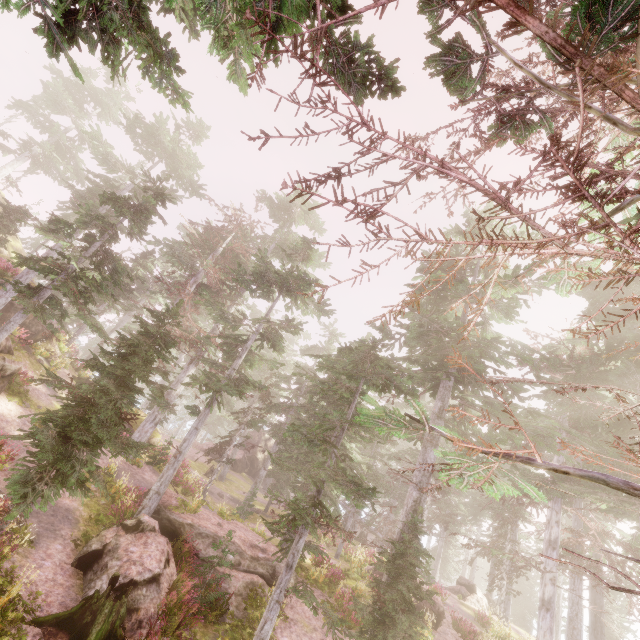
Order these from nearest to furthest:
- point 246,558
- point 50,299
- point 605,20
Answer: point 605,20
point 50,299
point 246,558

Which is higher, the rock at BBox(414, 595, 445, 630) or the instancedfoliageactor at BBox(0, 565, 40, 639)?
the rock at BBox(414, 595, 445, 630)

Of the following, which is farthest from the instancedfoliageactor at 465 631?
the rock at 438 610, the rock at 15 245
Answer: the rock at 438 610

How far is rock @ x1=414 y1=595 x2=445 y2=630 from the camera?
17.2 meters

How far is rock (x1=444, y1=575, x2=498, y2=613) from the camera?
26.0m

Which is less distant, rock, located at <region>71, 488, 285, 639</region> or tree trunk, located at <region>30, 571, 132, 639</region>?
tree trunk, located at <region>30, 571, 132, 639</region>

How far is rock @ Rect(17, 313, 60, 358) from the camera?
20.69m

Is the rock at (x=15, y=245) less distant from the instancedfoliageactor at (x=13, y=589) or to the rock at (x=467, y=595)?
the instancedfoliageactor at (x=13, y=589)
